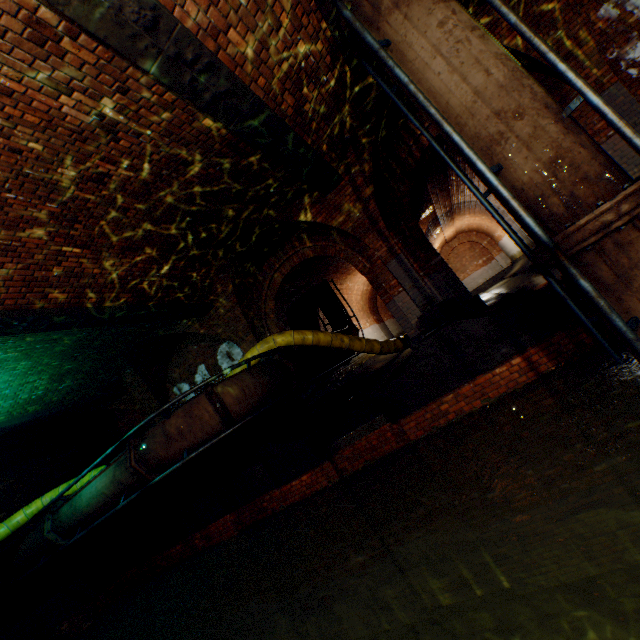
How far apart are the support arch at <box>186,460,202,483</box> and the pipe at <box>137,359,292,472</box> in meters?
3.8 m

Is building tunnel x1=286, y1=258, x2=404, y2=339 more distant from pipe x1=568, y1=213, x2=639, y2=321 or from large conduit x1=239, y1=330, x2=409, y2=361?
pipe x1=568, y1=213, x2=639, y2=321

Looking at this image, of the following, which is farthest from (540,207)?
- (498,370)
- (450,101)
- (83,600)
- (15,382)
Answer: (83,600)

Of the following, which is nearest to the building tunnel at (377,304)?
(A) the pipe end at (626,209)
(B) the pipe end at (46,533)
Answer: (A) the pipe end at (626,209)

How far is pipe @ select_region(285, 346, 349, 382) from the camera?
8.4 meters

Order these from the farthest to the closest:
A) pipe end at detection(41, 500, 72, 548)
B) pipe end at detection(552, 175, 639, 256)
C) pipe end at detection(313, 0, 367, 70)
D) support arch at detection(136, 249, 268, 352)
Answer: support arch at detection(136, 249, 268, 352)
pipe end at detection(41, 500, 72, 548)
pipe end at detection(313, 0, 367, 70)
pipe end at detection(552, 175, 639, 256)

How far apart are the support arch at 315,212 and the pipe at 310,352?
3.1 meters

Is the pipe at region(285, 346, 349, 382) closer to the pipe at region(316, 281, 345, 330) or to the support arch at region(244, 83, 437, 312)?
the pipe at region(316, 281, 345, 330)
